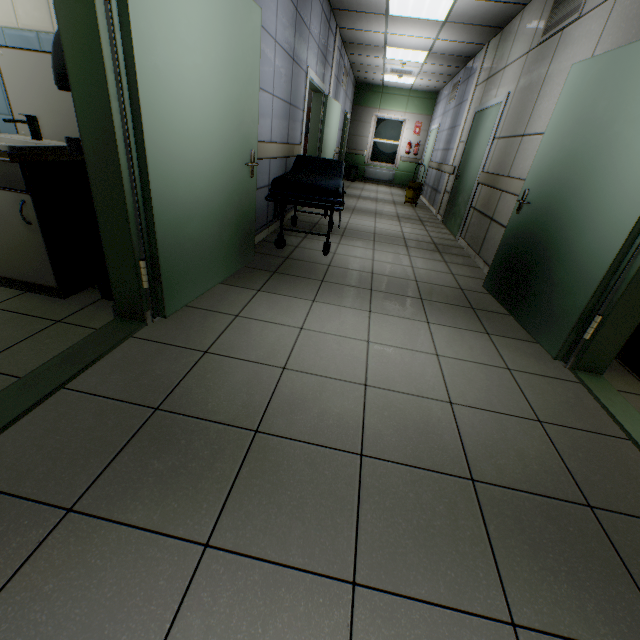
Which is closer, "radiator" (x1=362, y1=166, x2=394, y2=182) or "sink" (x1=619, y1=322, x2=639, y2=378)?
"sink" (x1=619, y1=322, x2=639, y2=378)

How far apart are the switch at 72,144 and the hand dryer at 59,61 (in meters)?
0.29

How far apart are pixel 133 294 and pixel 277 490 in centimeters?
A: 154cm

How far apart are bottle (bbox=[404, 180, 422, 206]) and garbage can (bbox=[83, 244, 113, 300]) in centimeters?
784cm

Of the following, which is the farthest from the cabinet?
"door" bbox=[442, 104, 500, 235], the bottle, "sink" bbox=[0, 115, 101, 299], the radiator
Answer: the radiator

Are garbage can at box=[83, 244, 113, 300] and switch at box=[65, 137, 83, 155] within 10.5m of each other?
yes

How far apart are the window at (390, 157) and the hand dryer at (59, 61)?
12.7m

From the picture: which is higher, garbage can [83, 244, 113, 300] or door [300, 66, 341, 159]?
door [300, 66, 341, 159]
